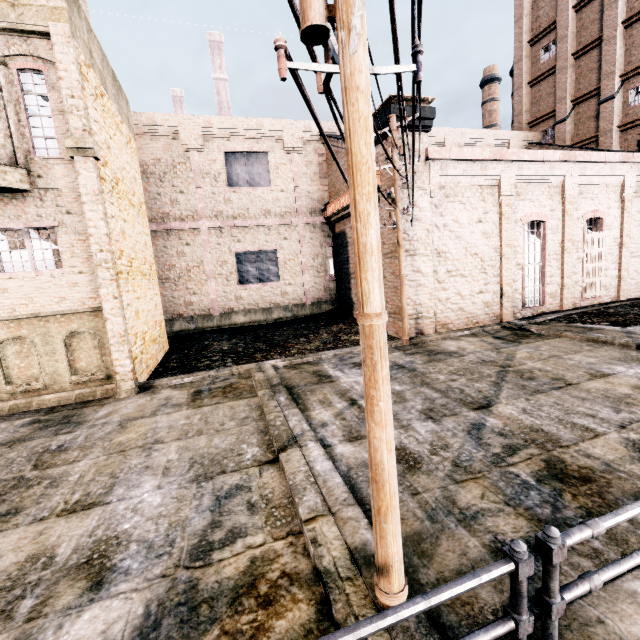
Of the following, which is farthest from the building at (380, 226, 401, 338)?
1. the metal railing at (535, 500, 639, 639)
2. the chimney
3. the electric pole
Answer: the chimney

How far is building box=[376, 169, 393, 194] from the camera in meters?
14.4 m

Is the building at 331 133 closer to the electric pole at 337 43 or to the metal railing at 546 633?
the electric pole at 337 43

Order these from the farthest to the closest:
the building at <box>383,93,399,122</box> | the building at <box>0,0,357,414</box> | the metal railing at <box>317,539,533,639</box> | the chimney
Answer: the chimney, the building at <box>383,93,399,122</box>, the building at <box>0,0,357,414</box>, the metal railing at <box>317,539,533,639</box>

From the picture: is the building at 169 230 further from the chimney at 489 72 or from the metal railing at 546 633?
the chimney at 489 72

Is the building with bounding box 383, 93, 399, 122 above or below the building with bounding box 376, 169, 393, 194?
above

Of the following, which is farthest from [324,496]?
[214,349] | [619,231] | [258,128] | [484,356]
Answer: [619,231]

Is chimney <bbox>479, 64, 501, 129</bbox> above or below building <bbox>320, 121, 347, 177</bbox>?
above
